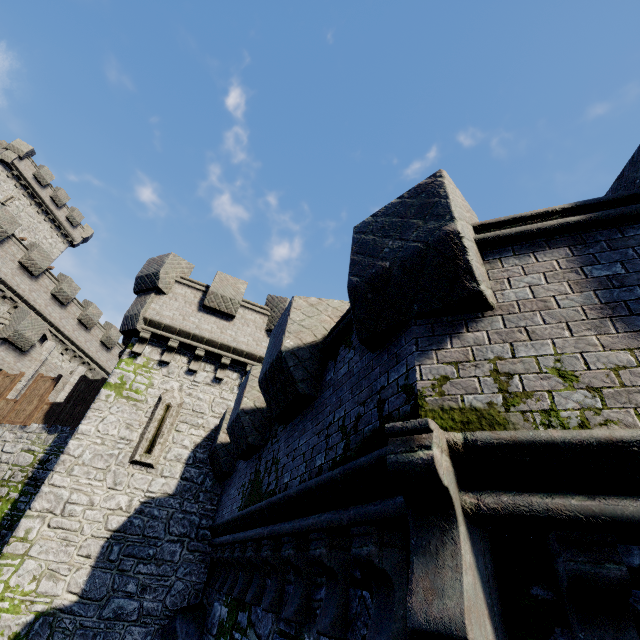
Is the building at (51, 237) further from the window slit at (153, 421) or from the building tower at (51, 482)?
the window slit at (153, 421)

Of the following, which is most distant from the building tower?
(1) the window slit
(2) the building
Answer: (2) the building

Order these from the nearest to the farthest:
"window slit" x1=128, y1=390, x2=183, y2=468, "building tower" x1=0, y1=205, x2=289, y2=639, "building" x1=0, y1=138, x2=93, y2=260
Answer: "building tower" x1=0, y1=205, x2=289, y2=639 → "window slit" x1=128, y1=390, x2=183, y2=468 → "building" x1=0, y1=138, x2=93, y2=260

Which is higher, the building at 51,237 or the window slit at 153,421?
the building at 51,237

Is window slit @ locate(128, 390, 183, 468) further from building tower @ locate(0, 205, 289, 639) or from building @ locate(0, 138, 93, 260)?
building @ locate(0, 138, 93, 260)

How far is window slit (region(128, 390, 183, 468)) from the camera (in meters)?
9.77

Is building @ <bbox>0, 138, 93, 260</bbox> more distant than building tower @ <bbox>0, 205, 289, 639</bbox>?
Yes

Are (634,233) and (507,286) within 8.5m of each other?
yes
